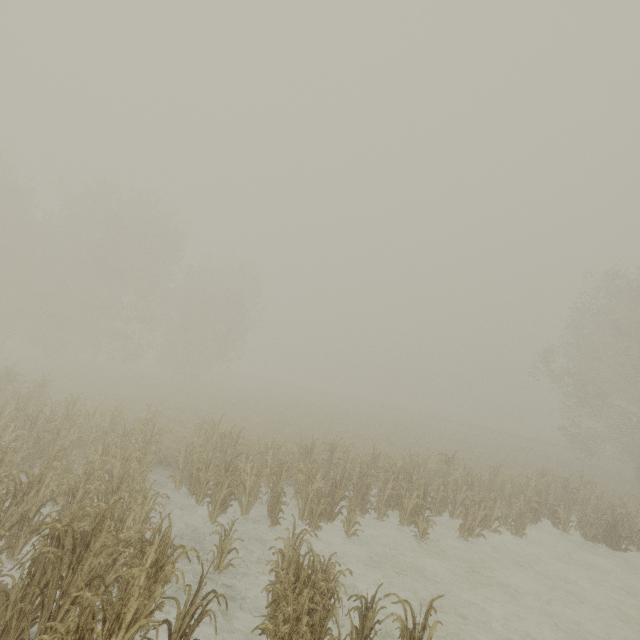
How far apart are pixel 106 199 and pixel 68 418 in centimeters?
3288cm
